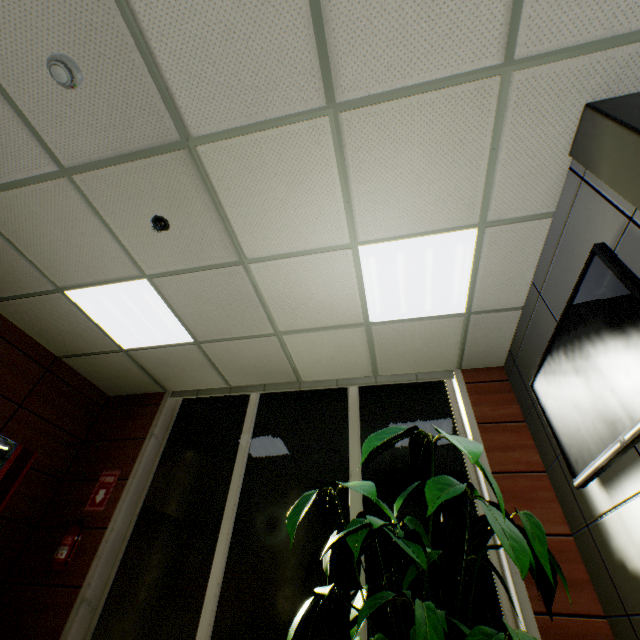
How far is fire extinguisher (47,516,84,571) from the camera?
3.2 meters

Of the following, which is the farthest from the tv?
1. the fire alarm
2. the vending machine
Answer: the vending machine

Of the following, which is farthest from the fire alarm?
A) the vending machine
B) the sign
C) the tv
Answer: the sign

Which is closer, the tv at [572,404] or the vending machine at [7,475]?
the tv at [572,404]

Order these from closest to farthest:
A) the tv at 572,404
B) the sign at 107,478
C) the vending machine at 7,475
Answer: the tv at 572,404
the vending machine at 7,475
the sign at 107,478

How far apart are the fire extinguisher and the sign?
0.2m

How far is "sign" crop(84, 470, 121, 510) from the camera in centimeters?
371cm

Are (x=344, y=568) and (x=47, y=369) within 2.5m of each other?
no
